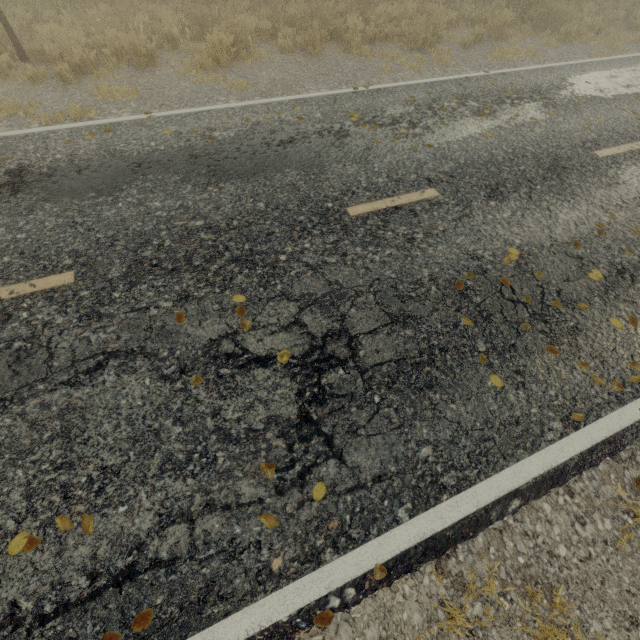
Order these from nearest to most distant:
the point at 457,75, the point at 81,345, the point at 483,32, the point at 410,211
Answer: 1. the point at 81,345
2. the point at 410,211
3. the point at 457,75
4. the point at 483,32
